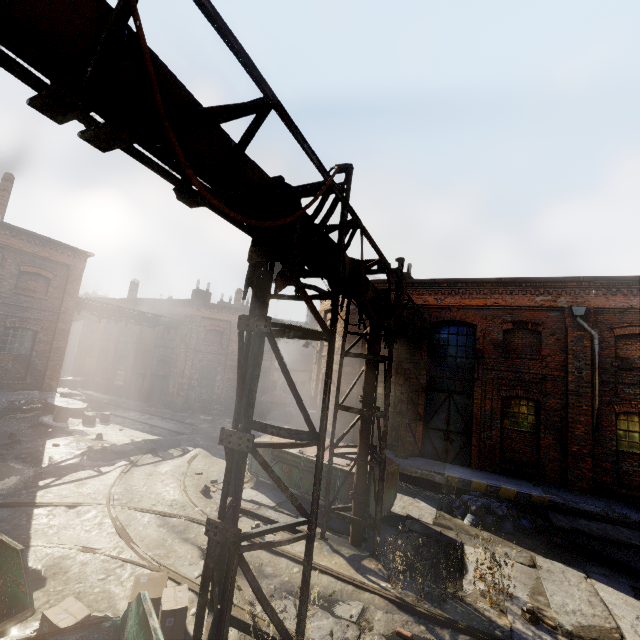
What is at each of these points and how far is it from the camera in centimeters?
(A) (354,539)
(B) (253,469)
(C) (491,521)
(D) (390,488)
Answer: (A) pipe, 768cm
(B) trash container, 1091cm
(C) trash bag, 942cm
(D) trash container, 970cm

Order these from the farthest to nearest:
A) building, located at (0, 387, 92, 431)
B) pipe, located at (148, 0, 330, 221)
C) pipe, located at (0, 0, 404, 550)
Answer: building, located at (0, 387, 92, 431), pipe, located at (148, 0, 330, 221), pipe, located at (0, 0, 404, 550)

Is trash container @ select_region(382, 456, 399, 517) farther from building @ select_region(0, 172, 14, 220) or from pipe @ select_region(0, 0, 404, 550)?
building @ select_region(0, 172, 14, 220)

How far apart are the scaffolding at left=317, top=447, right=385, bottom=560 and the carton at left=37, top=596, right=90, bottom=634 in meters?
4.6 m

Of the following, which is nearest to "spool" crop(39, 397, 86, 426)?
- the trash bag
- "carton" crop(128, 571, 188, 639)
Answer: "carton" crop(128, 571, 188, 639)

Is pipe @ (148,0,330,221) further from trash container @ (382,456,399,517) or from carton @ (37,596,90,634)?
carton @ (37,596,90,634)

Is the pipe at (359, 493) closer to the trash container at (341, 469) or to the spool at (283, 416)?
the trash container at (341, 469)

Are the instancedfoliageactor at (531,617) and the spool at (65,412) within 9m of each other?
no
